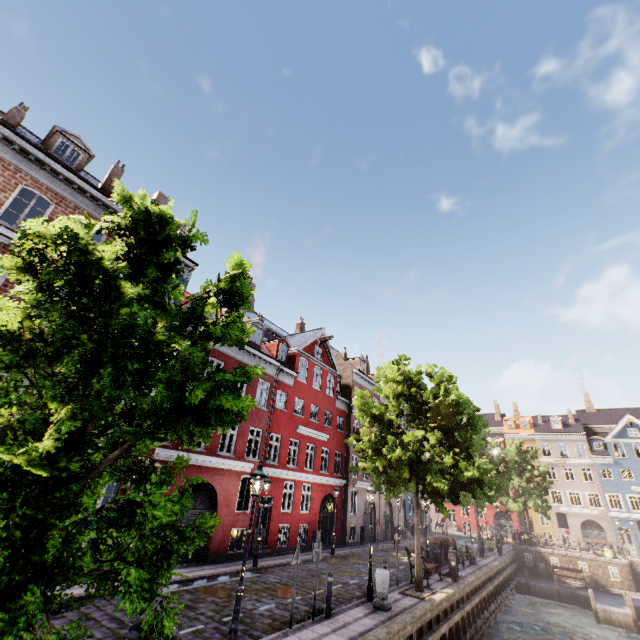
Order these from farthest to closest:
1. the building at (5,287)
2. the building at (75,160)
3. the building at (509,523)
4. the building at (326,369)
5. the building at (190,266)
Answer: the building at (509,523) → the building at (190,266) → the building at (326,369) → the building at (75,160) → the building at (5,287)

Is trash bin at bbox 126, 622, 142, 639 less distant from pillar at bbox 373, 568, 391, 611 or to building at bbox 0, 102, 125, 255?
building at bbox 0, 102, 125, 255

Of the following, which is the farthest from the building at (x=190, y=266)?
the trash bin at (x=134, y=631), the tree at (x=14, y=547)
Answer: the trash bin at (x=134, y=631)

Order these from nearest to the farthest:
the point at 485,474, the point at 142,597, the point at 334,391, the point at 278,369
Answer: the point at 142,597 < the point at 485,474 < the point at 278,369 < the point at 334,391

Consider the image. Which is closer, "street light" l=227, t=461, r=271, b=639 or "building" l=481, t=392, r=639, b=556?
"street light" l=227, t=461, r=271, b=639

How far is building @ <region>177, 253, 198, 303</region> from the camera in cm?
1733

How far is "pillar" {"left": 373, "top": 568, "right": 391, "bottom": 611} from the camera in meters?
11.1 m
